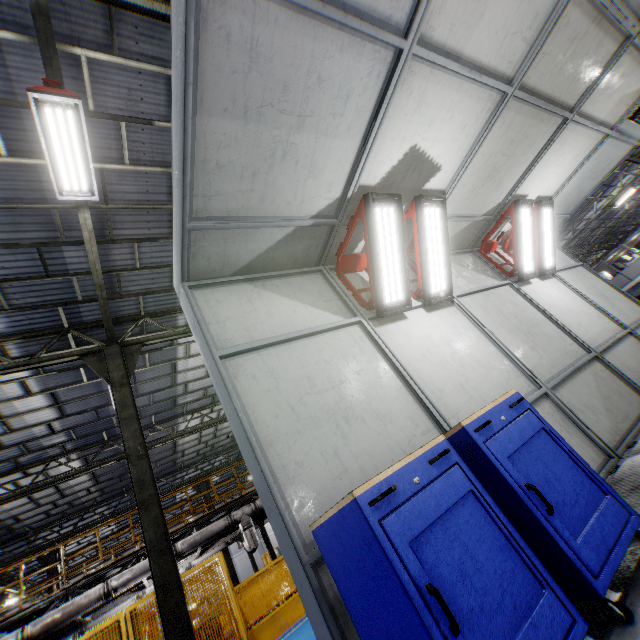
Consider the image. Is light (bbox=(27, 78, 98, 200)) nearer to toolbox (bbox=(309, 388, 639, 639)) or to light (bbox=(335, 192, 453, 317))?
light (bbox=(335, 192, 453, 317))

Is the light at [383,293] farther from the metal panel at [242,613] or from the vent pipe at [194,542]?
the vent pipe at [194,542]

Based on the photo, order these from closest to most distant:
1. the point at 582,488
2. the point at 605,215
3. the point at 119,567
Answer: the point at 582,488 → the point at 119,567 → the point at 605,215

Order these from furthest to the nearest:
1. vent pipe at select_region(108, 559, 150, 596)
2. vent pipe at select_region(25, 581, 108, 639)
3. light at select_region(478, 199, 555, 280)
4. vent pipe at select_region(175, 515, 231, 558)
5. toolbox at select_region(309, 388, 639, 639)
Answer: vent pipe at select_region(175, 515, 231, 558), vent pipe at select_region(108, 559, 150, 596), vent pipe at select_region(25, 581, 108, 639), light at select_region(478, 199, 555, 280), toolbox at select_region(309, 388, 639, 639)

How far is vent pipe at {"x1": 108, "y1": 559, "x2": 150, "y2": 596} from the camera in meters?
10.1

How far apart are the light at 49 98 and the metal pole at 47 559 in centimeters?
2014cm
